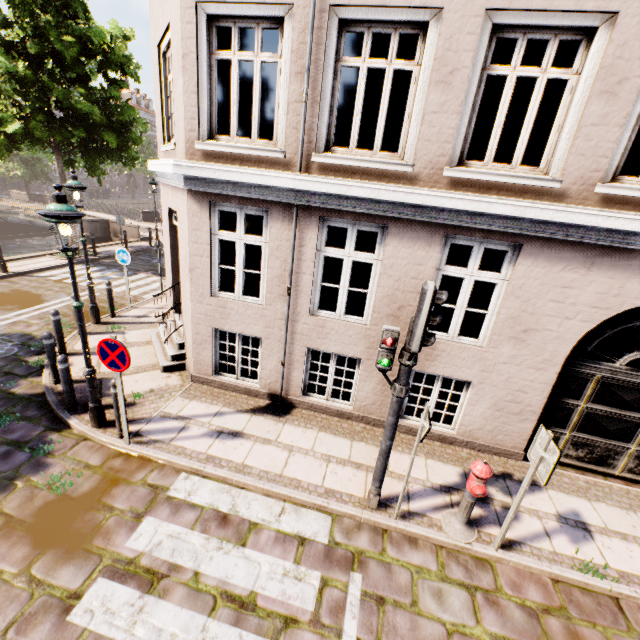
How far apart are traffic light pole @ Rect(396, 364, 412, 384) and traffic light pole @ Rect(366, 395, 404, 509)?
0.2m

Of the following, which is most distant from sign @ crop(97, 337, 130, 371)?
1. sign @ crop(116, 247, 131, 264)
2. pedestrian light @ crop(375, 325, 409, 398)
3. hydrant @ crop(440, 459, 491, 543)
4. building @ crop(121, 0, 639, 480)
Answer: sign @ crop(116, 247, 131, 264)

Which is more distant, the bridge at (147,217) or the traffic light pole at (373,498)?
the bridge at (147,217)

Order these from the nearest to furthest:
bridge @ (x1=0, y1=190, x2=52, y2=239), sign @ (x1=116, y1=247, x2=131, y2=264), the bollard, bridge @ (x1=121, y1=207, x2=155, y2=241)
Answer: the bollard, sign @ (x1=116, y1=247, x2=131, y2=264), bridge @ (x1=121, y1=207, x2=155, y2=241), bridge @ (x1=0, y1=190, x2=52, y2=239)

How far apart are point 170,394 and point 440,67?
7.20m

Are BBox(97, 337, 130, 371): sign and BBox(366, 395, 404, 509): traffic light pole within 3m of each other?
no

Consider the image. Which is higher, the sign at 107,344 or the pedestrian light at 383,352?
the pedestrian light at 383,352

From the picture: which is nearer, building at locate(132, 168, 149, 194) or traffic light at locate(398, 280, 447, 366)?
traffic light at locate(398, 280, 447, 366)
